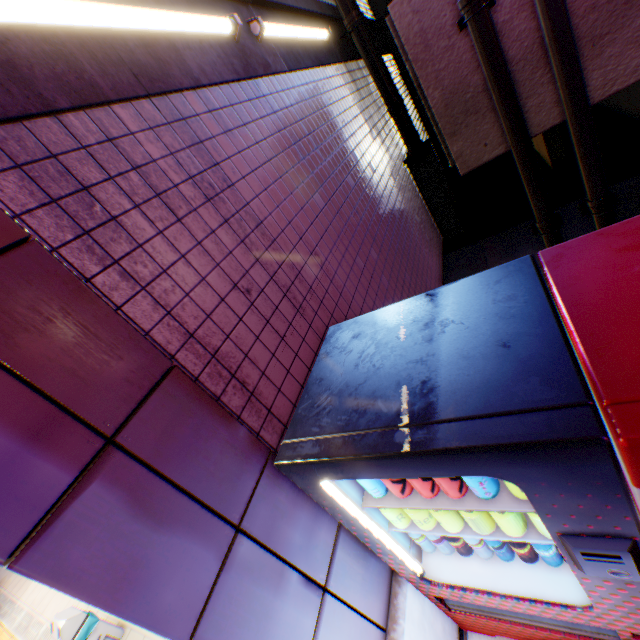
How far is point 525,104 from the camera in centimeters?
370cm

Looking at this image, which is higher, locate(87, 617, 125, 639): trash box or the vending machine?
the vending machine

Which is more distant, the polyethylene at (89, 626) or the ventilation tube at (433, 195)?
Answer: the ventilation tube at (433, 195)

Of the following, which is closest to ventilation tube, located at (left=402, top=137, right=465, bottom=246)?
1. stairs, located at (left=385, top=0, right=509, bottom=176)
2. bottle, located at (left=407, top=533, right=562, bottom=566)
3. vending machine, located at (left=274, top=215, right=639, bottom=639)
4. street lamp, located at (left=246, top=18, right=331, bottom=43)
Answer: stairs, located at (left=385, top=0, right=509, bottom=176)

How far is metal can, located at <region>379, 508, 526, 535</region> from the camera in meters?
1.3

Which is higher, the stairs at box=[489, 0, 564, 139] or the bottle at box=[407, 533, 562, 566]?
the stairs at box=[489, 0, 564, 139]

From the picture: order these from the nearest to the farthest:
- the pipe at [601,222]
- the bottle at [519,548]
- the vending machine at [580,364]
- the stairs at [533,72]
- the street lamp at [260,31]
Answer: the vending machine at [580,364] < the bottle at [519,548] < the street lamp at [260,31] < the stairs at [533,72] < the pipe at [601,222]

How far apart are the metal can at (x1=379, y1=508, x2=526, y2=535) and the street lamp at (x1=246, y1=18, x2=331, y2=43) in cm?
367
